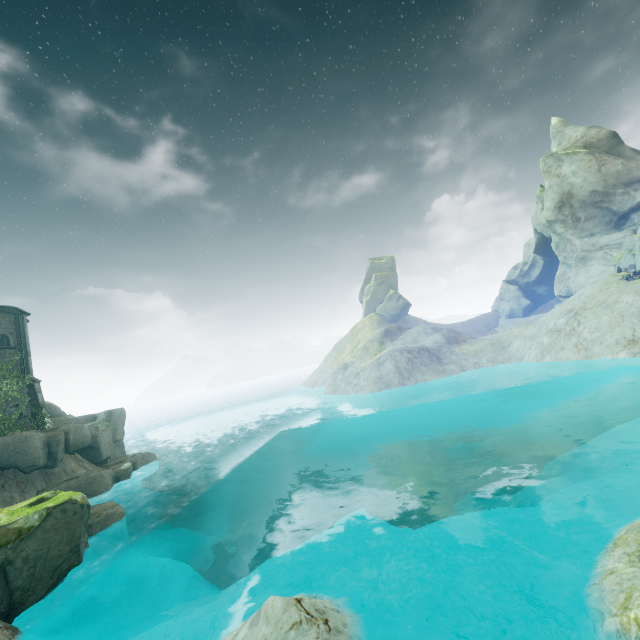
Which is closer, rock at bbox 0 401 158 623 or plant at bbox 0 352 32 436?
rock at bbox 0 401 158 623

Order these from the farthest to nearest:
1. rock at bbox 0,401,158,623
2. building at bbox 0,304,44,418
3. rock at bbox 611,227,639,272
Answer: rock at bbox 611,227,639,272 < building at bbox 0,304,44,418 < rock at bbox 0,401,158,623

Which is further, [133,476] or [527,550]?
[133,476]

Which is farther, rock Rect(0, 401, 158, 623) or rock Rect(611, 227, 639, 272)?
rock Rect(611, 227, 639, 272)

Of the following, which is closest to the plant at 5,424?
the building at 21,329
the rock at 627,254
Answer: the building at 21,329

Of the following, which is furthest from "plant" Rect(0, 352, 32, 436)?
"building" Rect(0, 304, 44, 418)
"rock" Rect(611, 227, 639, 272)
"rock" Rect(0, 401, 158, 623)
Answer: "rock" Rect(611, 227, 639, 272)

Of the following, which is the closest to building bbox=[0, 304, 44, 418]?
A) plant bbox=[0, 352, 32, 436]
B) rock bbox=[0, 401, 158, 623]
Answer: plant bbox=[0, 352, 32, 436]

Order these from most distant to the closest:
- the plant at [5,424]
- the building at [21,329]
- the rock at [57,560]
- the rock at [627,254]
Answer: the rock at [627,254], the building at [21,329], the plant at [5,424], the rock at [57,560]
